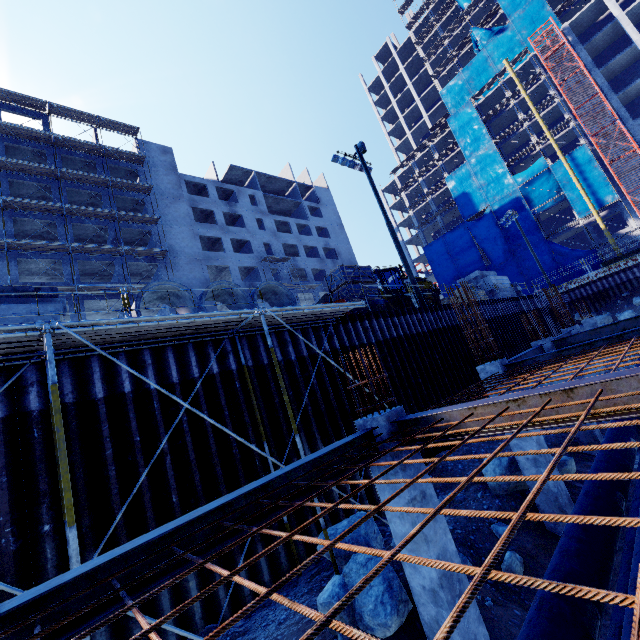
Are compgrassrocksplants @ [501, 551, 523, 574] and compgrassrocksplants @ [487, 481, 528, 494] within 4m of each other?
yes

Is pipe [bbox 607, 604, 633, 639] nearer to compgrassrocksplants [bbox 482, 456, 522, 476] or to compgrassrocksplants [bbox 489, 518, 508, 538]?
compgrassrocksplants [bbox 482, 456, 522, 476]

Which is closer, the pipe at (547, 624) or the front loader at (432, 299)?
the pipe at (547, 624)

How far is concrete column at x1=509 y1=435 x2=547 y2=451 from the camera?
7.9 meters

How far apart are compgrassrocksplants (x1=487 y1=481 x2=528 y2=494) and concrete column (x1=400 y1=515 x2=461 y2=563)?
4.91m

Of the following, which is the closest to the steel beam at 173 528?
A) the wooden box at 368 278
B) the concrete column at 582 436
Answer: the wooden box at 368 278

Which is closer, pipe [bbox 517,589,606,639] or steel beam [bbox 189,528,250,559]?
steel beam [bbox 189,528,250,559]

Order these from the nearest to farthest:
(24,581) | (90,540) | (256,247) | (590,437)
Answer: (24,581) < (90,540) < (590,437) < (256,247)
